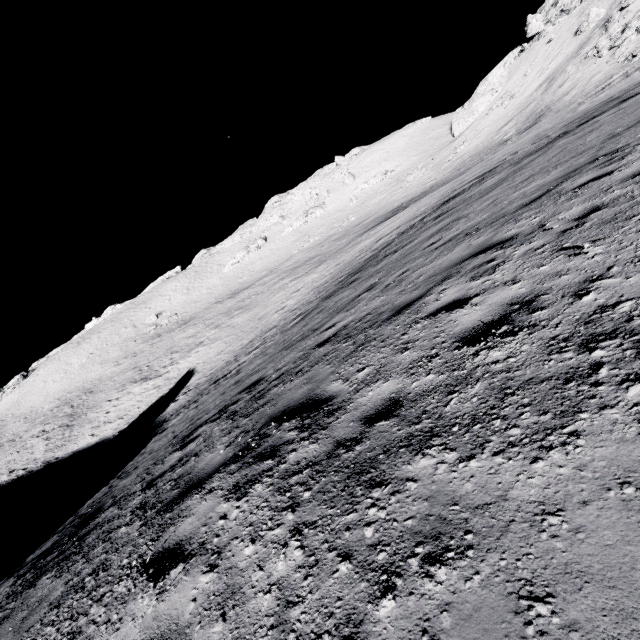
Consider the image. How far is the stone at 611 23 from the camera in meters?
35.8 m

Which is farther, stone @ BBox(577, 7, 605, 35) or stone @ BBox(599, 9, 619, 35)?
stone @ BBox(577, 7, 605, 35)

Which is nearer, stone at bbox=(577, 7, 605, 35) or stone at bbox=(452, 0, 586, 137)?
stone at bbox=(577, 7, 605, 35)

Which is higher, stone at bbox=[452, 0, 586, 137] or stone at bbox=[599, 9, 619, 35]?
stone at bbox=[452, 0, 586, 137]

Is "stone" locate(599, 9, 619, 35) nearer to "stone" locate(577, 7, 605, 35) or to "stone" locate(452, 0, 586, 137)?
"stone" locate(577, 7, 605, 35)

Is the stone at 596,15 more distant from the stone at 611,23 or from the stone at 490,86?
the stone at 490,86

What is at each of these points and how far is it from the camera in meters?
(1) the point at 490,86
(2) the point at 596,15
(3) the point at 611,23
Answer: (1) stone, 57.8 m
(2) stone, 40.2 m
(3) stone, 36.2 m

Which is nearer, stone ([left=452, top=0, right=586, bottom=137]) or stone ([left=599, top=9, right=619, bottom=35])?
stone ([left=599, top=9, right=619, bottom=35])
